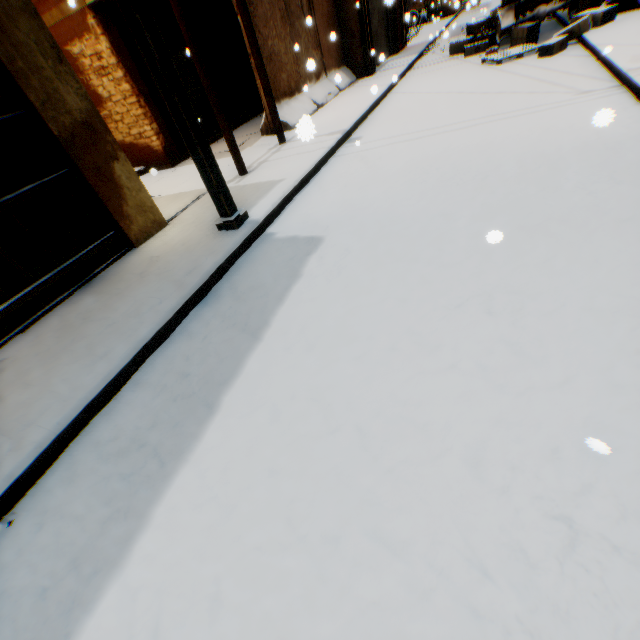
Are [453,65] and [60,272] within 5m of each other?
no

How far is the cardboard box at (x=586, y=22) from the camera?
7.9 meters

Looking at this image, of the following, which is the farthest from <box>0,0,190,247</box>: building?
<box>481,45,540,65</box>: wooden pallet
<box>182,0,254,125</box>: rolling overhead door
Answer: <box>481,45,540,65</box>: wooden pallet

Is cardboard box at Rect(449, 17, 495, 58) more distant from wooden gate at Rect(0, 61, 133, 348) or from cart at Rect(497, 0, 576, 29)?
wooden gate at Rect(0, 61, 133, 348)

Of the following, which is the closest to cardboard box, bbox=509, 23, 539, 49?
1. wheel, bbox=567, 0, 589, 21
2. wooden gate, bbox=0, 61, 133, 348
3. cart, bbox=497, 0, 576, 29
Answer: cart, bbox=497, 0, 576, 29

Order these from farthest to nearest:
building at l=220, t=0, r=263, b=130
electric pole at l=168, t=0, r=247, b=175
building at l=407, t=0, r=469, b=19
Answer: building at l=407, t=0, r=469, b=19
building at l=220, t=0, r=263, b=130
electric pole at l=168, t=0, r=247, b=175

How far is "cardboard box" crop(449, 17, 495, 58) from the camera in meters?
10.6 m

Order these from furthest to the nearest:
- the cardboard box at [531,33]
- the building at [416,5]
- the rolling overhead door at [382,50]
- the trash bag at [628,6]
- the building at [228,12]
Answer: the building at [416,5] < the rolling overhead door at [382,50] < the building at [228,12] < the cardboard box at [531,33] < the trash bag at [628,6]
